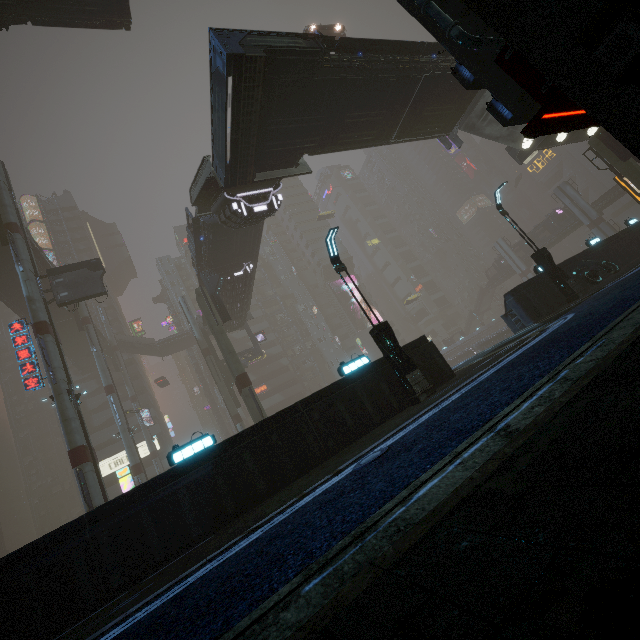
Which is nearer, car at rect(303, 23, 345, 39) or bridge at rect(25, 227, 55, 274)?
car at rect(303, 23, 345, 39)

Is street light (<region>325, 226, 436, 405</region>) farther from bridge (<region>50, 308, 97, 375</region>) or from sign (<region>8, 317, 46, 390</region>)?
sign (<region>8, 317, 46, 390</region>)

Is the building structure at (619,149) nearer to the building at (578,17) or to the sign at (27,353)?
the building at (578,17)

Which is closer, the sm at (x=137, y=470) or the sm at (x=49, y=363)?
the sm at (x=49, y=363)

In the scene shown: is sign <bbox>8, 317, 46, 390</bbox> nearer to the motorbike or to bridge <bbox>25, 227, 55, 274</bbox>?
bridge <bbox>25, 227, 55, 274</bbox>

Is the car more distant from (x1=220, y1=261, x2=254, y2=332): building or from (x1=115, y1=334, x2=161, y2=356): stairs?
(x1=115, y1=334, x2=161, y2=356): stairs

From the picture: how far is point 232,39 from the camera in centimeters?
1182cm

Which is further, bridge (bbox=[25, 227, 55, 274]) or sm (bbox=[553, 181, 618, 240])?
sm (bbox=[553, 181, 618, 240])
